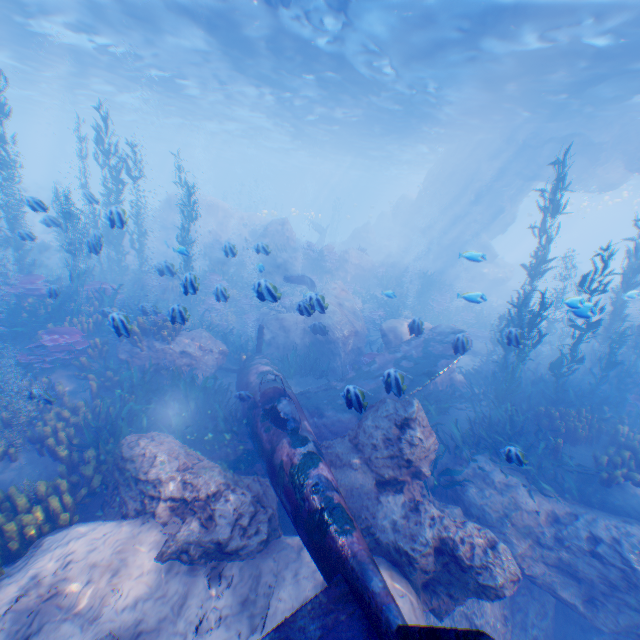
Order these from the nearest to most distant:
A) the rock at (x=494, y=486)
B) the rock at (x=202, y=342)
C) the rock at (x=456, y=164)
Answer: the rock at (x=494, y=486) < the rock at (x=202, y=342) < the rock at (x=456, y=164)

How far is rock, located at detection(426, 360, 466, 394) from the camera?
11.4 meters

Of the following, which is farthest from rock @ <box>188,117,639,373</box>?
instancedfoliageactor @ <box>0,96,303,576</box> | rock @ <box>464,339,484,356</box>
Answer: rock @ <box>464,339,484,356</box>

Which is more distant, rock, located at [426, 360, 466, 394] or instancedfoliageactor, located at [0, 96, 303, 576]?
rock, located at [426, 360, 466, 394]

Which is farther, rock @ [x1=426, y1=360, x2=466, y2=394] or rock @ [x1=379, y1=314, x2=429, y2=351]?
rock @ [x1=426, y1=360, x2=466, y2=394]

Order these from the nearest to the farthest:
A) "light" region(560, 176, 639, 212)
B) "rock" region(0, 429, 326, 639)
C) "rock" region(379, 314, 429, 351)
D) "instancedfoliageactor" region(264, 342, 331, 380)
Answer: "rock" region(0, 429, 326, 639), "rock" region(379, 314, 429, 351), "instancedfoliageactor" region(264, 342, 331, 380), "light" region(560, 176, 639, 212)

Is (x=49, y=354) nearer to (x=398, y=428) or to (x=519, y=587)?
(x=398, y=428)

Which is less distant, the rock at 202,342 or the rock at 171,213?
A: the rock at 202,342
